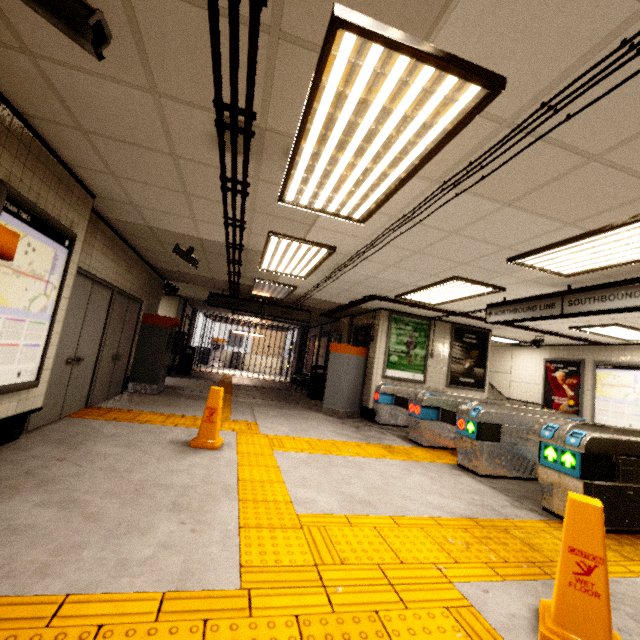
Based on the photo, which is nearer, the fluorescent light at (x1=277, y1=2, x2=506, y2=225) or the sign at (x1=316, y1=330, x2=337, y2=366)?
the fluorescent light at (x1=277, y1=2, x2=506, y2=225)

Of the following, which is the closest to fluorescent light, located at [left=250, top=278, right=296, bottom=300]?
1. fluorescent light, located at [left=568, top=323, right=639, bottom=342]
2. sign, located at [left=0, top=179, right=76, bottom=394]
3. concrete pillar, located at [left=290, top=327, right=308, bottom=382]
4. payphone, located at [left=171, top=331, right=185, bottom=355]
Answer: sign, located at [left=0, top=179, right=76, bottom=394]

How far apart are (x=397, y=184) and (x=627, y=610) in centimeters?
349cm

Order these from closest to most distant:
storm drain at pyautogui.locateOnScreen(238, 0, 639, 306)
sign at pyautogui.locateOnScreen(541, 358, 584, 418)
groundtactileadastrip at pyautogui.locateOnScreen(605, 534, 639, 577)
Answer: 1. storm drain at pyautogui.locateOnScreen(238, 0, 639, 306)
2. groundtactileadastrip at pyautogui.locateOnScreen(605, 534, 639, 577)
3. sign at pyautogui.locateOnScreen(541, 358, 584, 418)

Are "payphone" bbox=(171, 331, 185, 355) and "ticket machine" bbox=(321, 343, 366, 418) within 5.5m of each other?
no

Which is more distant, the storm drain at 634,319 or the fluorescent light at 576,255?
the storm drain at 634,319

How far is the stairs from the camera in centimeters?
1198cm

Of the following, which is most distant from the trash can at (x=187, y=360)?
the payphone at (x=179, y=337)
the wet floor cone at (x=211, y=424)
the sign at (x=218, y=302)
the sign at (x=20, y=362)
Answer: the sign at (x=20, y=362)
